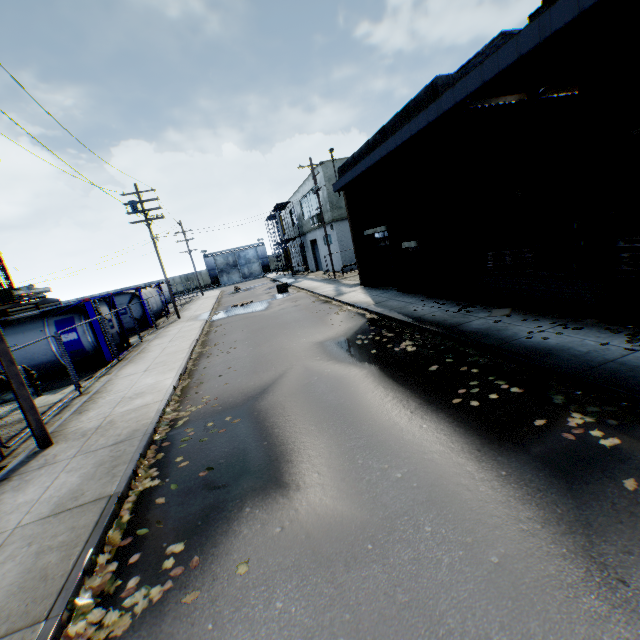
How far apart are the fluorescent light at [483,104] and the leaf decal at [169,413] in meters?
9.8

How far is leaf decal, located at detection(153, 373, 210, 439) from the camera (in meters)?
7.09

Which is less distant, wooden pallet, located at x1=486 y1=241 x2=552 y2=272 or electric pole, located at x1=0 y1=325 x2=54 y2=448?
electric pole, located at x1=0 y1=325 x2=54 y2=448

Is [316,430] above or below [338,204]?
below

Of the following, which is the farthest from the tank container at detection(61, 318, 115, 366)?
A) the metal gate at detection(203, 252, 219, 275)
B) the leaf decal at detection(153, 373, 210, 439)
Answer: the metal gate at detection(203, 252, 219, 275)

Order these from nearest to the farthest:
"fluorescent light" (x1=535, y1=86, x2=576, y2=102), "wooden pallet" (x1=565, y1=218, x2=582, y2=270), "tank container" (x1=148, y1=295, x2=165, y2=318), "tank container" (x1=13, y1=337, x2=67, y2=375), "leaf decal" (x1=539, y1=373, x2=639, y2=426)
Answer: "leaf decal" (x1=539, y1=373, x2=639, y2=426)
"wooden pallet" (x1=565, y1=218, x2=582, y2=270)
"fluorescent light" (x1=535, y1=86, x2=576, y2=102)
"tank container" (x1=13, y1=337, x2=67, y2=375)
"tank container" (x1=148, y1=295, x2=165, y2=318)

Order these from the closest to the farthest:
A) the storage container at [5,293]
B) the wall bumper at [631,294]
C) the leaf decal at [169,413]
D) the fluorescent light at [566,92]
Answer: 1. the wall bumper at [631,294]
2. the leaf decal at [169,413]
3. the fluorescent light at [566,92]
4. the storage container at [5,293]

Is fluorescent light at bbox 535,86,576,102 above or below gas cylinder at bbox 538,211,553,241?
above
